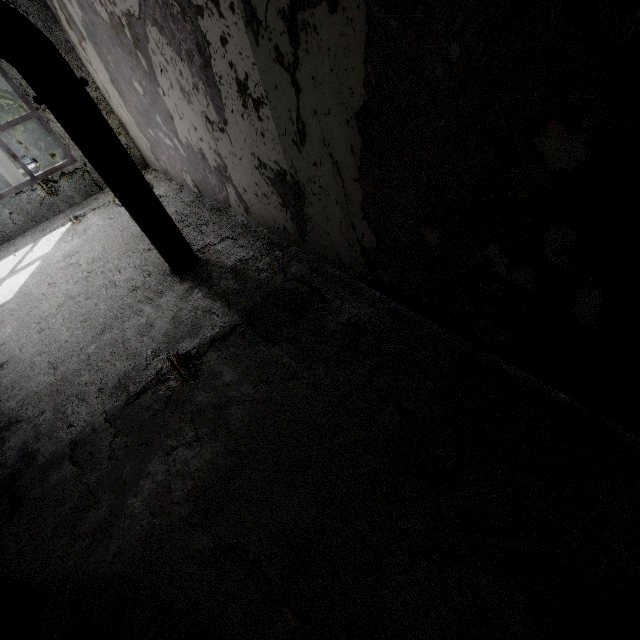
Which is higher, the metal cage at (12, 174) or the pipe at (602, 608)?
A: the pipe at (602, 608)

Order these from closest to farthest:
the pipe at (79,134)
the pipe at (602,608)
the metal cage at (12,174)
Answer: the pipe at (602,608), the pipe at (79,134), the metal cage at (12,174)

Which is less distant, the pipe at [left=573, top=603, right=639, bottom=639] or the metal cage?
the pipe at [left=573, top=603, right=639, bottom=639]

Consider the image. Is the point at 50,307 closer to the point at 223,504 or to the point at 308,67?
the point at 223,504

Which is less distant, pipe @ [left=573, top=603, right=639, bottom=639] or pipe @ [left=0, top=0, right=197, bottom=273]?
pipe @ [left=573, top=603, right=639, bottom=639]

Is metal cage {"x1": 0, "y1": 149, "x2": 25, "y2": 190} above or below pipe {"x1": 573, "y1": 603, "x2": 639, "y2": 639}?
below
